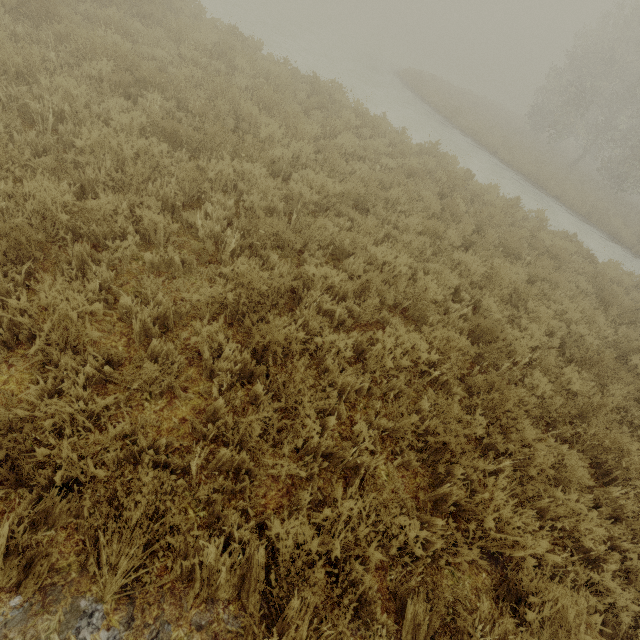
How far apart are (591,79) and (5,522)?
33.6m
